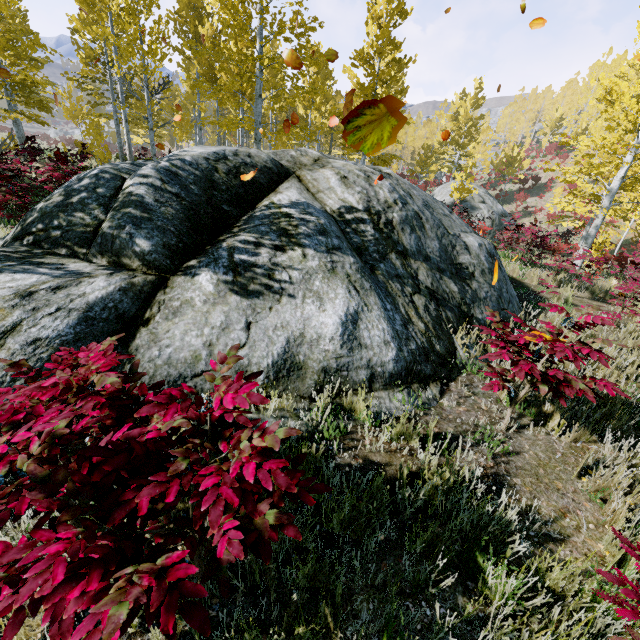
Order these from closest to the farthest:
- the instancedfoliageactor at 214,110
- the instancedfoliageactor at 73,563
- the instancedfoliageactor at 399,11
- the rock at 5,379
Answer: the instancedfoliageactor at 73,563 → the rock at 5,379 → the instancedfoliageactor at 214,110 → the instancedfoliageactor at 399,11

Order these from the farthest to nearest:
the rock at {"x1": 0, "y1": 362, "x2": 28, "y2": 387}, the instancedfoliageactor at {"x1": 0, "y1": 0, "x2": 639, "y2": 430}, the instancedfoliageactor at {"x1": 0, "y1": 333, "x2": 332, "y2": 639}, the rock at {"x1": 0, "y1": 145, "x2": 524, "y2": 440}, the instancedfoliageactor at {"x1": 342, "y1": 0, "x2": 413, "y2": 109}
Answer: the instancedfoliageactor at {"x1": 342, "y1": 0, "x2": 413, "y2": 109}
the instancedfoliageactor at {"x1": 0, "y1": 0, "x2": 639, "y2": 430}
the rock at {"x1": 0, "y1": 145, "x2": 524, "y2": 440}
the rock at {"x1": 0, "y1": 362, "x2": 28, "y2": 387}
the instancedfoliageactor at {"x1": 0, "y1": 333, "x2": 332, "y2": 639}

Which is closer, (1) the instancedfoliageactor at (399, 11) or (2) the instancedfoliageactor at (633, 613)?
(2) the instancedfoliageactor at (633, 613)

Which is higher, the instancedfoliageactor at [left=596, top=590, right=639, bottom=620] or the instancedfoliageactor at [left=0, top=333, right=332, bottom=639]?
the instancedfoliageactor at [left=596, top=590, right=639, bottom=620]

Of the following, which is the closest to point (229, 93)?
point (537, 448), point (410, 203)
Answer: point (410, 203)

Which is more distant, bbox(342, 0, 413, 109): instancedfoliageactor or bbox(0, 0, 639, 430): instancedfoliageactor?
bbox(342, 0, 413, 109): instancedfoliageactor
